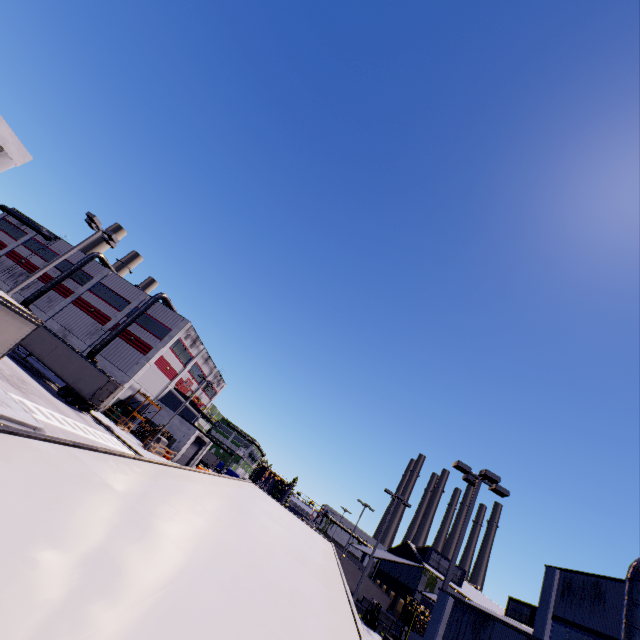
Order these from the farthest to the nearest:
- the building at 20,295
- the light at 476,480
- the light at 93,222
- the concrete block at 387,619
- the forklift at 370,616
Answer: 1. the building at 20,295
2. the concrete block at 387,619
3. the forklift at 370,616
4. the light at 93,222
5. the light at 476,480

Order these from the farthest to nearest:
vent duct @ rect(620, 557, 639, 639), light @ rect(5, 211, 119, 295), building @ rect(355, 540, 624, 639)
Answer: light @ rect(5, 211, 119, 295) < vent duct @ rect(620, 557, 639, 639) < building @ rect(355, 540, 624, 639)

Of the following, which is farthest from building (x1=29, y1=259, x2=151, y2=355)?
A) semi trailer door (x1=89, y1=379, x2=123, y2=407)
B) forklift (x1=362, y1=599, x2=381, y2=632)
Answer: semi trailer door (x1=89, y1=379, x2=123, y2=407)

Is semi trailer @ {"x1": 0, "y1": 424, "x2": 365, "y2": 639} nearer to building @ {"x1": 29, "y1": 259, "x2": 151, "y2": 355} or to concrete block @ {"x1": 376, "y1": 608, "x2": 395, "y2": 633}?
building @ {"x1": 29, "y1": 259, "x2": 151, "y2": 355}

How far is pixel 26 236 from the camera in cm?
5144

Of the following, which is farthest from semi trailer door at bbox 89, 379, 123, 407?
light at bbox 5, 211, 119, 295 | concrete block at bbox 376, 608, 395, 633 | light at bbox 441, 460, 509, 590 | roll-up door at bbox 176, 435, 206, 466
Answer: concrete block at bbox 376, 608, 395, 633

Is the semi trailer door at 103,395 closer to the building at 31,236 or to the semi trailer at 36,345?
the semi trailer at 36,345

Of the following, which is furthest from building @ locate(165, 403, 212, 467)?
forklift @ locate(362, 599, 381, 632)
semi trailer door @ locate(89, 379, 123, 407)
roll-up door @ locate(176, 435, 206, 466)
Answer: semi trailer door @ locate(89, 379, 123, 407)
